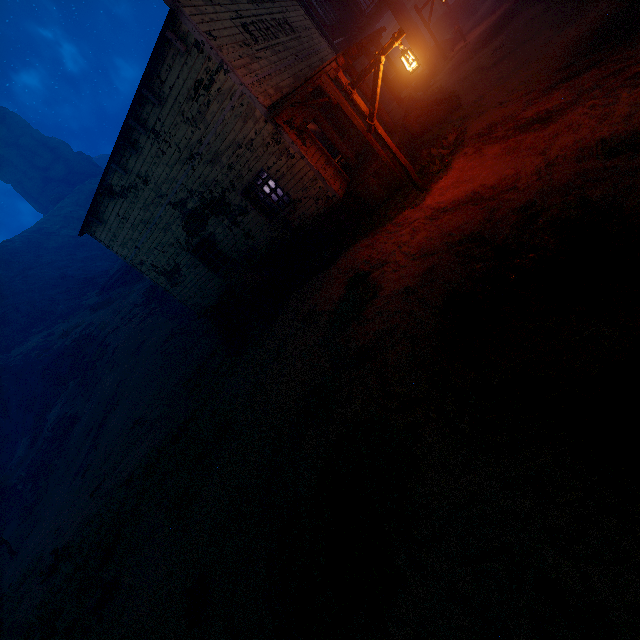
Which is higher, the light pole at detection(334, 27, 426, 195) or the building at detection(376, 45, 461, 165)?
the light pole at detection(334, 27, 426, 195)

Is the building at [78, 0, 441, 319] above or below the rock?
below

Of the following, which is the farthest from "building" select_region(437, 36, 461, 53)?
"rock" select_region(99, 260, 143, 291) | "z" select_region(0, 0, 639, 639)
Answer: "rock" select_region(99, 260, 143, 291)

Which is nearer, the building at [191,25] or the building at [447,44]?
the building at [191,25]

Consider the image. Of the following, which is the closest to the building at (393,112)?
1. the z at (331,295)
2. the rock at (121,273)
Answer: the z at (331,295)

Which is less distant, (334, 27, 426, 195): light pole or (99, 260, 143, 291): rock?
(334, 27, 426, 195): light pole

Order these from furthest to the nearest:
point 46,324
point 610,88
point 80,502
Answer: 1. point 46,324
2. point 80,502
3. point 610,88

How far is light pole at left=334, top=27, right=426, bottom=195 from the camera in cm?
620
